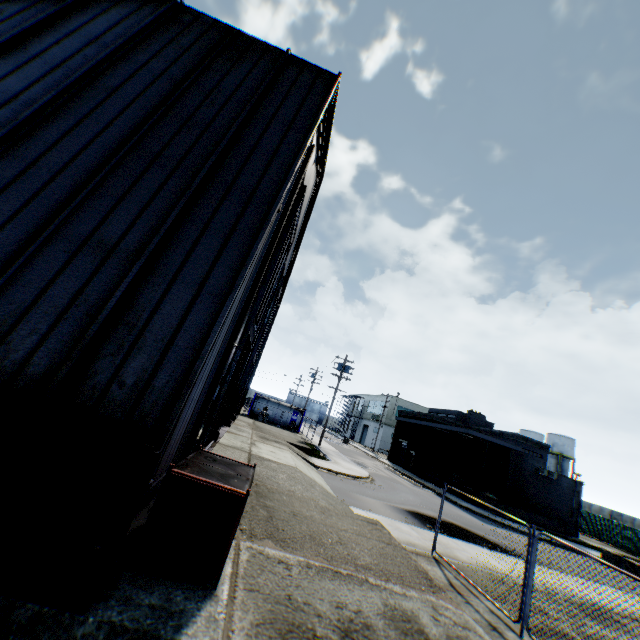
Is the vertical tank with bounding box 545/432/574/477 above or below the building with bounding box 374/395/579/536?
above

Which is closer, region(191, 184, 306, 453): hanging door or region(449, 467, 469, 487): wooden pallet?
region(191, 184, 306, 453): hanging door

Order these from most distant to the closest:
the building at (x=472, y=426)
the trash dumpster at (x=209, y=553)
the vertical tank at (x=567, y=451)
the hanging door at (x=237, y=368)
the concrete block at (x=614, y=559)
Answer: the vertical tank at (x=567, y=451) < the building at (x=472, y=426) < the concrete block at (x=614, y=559) < the hanging door at (x=237, y=368) < the trash dumpster at (x=209, y=553)

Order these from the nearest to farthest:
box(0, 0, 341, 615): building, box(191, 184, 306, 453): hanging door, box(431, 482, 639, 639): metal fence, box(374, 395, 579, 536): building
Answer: box(0, 0, 341, 615): building → box(431, 482, 639, 639): metal fence → box(191, 184, 306, 453): hanging door → box(374, 395, 579, 536): building

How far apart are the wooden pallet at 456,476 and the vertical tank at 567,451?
33.6 meters

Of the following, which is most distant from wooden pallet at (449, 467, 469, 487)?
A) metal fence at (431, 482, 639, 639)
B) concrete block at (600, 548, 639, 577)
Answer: metal fence at (431, 482, 639, 639)

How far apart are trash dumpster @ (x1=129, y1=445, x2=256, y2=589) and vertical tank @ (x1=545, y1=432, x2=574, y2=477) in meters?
65.5

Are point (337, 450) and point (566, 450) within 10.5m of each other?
no
